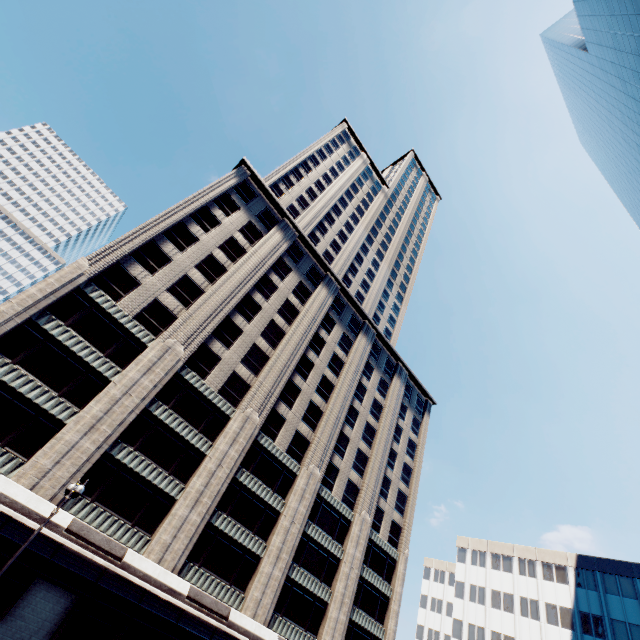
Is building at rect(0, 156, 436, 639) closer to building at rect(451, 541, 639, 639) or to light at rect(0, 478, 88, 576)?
light at rect(0, 478, 88, 576)

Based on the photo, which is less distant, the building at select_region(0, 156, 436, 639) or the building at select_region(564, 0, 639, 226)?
the building at select_region(0, 156, 436, 639)

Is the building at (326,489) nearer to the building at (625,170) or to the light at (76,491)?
the light at (76,491)

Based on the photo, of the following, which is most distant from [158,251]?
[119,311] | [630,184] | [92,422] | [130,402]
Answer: [630,184]

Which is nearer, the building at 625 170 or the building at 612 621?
the building at 625 170

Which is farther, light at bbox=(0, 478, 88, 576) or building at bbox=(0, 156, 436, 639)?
building at bbox=(0, 156, 436, 639)

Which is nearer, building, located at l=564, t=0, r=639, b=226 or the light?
the light

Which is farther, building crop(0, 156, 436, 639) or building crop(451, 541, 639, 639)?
building crop(451, 541, 639, 639)
